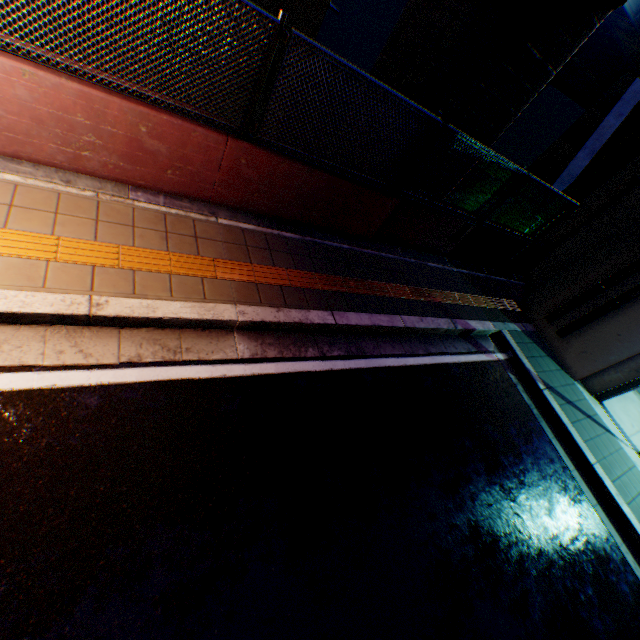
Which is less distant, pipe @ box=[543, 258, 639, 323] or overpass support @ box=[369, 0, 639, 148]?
overpass support @ box=[369, 0, 639, 148]

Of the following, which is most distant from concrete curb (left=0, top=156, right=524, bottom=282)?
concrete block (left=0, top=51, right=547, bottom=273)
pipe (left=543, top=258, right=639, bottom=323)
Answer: pipe (left=543, top=258, right=639, bottom=323)

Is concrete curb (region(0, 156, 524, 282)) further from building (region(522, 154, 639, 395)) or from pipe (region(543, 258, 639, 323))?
pipe (region(543, 258, 639, 323))

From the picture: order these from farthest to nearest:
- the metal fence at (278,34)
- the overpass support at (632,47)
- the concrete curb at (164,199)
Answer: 1. the overpass support at (632,47)
2. the concrete curb at (164,199)
3. the metal fence at (278,34)

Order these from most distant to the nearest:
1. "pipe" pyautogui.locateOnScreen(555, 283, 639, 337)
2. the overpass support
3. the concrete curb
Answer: "pipe" pyautogui.locateOnScreen(555, 283, 639, 337), the overpass support, the concrete curb

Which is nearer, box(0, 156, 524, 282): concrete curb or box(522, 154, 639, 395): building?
box(0, 156, 524, 282): concrete curb

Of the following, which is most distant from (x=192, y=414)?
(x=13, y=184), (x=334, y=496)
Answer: (x=13, y=184)

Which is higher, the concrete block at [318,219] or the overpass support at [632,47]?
the overpass support at [632,47]
